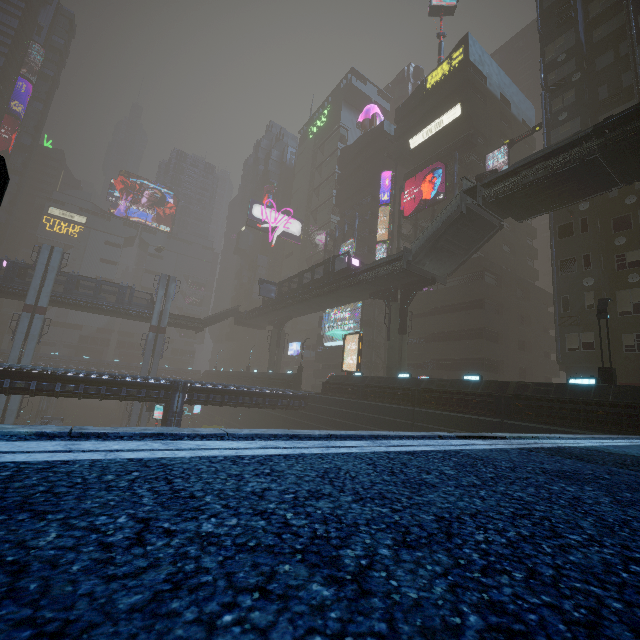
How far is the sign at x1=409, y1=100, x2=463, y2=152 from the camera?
37.7 meters

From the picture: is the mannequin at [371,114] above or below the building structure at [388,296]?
above

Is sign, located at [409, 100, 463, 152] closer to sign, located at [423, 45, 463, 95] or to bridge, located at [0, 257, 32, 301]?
sign, located at [423, 45, 463, 95]

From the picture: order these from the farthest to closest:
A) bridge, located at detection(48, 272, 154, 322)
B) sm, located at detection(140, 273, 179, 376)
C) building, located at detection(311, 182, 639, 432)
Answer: sm, located at detection(140, 273, 179, 376)
bridge, located at detection(48, 272, 154, 322)
building, located at detection(311, 182, 639, 432)

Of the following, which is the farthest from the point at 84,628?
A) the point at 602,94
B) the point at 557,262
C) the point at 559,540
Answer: the point at 602,94

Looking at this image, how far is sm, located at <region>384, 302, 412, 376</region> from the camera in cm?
2892

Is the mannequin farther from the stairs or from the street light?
the street light

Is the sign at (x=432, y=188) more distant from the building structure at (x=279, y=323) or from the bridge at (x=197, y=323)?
the bridge at (x=197, y=323)
